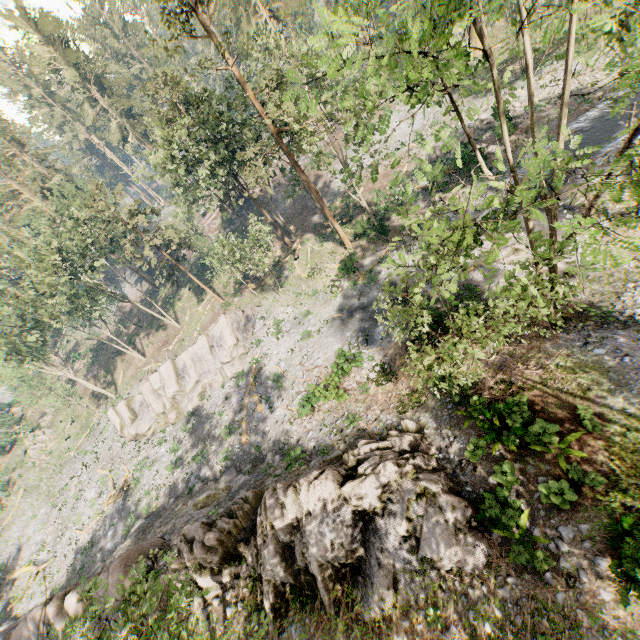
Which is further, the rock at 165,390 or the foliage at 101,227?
the rock at 165,390

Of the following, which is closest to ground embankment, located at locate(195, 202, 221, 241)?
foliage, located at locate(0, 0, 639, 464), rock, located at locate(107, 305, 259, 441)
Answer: foliage, located at locate(0, 0, 639, 464)

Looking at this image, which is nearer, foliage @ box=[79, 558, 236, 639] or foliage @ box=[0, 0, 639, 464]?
foliage @ box=[0, 0, 639, 464]

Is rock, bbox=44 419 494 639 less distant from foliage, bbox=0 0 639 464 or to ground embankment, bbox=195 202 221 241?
foliage, bbox=0 0 639 464

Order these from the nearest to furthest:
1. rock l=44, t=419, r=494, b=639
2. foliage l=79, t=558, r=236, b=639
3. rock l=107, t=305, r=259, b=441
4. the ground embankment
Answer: foliage l=79, t=558, r=236, b=639, rock l=44, t=419, r=494, b=639, rock l=107, t=305, r=259, b=441, the ground embankment

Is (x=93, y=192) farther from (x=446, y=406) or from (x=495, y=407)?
(x=495, y=407)

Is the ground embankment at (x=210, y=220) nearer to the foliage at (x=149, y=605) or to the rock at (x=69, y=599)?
the foliage at (x=149, y=605)
